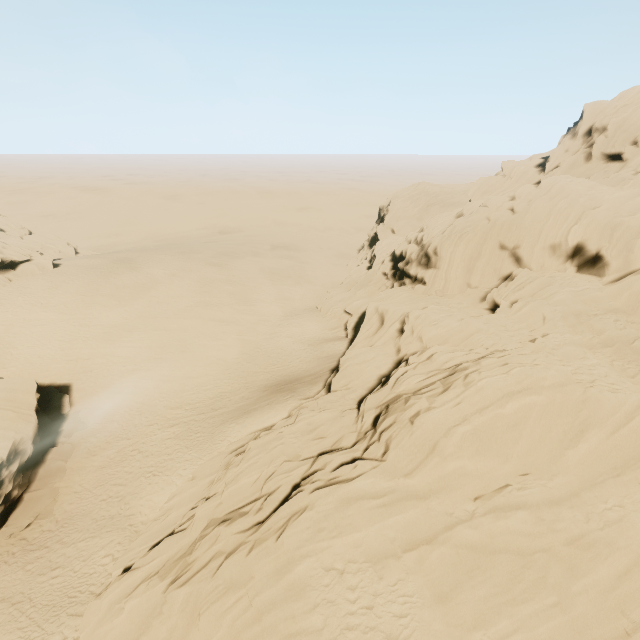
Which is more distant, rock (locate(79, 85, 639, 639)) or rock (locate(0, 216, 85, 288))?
rock (locate(0, 216, 85, 288))

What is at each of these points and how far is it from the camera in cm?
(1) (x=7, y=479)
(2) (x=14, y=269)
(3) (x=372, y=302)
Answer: (1) rock, 2058
(2) rock, 3969
(3) rock, 3100

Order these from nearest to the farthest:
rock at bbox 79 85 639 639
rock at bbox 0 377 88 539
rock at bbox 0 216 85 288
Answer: rock at bbox 79 85 639 639 → rock at bbox 0 377 88 539 → rock at bbox 0 216 85 288

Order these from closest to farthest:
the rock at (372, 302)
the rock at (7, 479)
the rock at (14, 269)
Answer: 1. the rock at (372, 302)
2. the rock at (7, 479)
3. the rock at (14, 269)

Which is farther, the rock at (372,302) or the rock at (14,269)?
the rock at (14,269)

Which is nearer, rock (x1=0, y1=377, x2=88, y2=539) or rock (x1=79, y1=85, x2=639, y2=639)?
rock (x1=79, y1=85, x2=639, y2=639)
